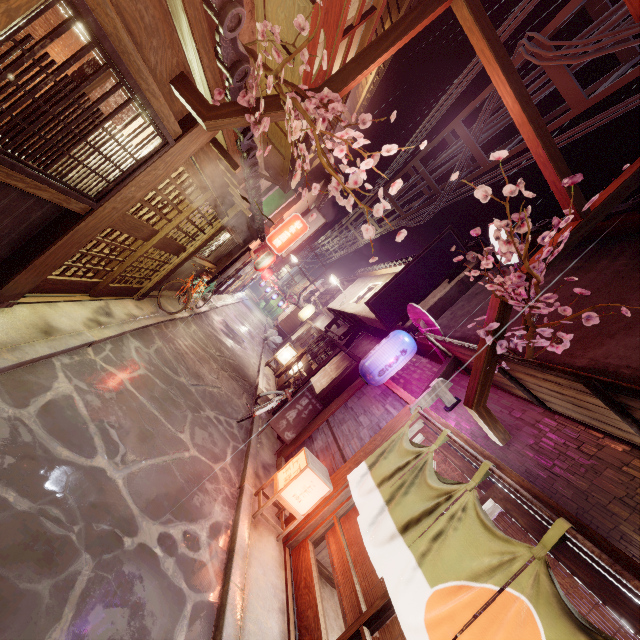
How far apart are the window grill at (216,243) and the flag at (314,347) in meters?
8.8 m

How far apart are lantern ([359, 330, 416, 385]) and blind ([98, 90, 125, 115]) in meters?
8.4

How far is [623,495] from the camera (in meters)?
4.81

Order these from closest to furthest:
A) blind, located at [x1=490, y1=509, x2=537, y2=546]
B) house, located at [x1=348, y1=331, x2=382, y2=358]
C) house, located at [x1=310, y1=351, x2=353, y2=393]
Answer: blind, located at [x1=490, y1=509, x2=537, y2=546], house, located at [x1=310, y1=351, x2=353, y2=393], house, located at [x1=348, y1=331, x2=382, y2=358]

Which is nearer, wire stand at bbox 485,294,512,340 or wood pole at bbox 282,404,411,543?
wire stand at bbox 485,294,512,340

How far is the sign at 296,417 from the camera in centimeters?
1340cm

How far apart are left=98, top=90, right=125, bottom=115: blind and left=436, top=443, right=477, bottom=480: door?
9.56m

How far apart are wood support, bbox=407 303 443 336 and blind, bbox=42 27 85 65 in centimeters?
854cm
